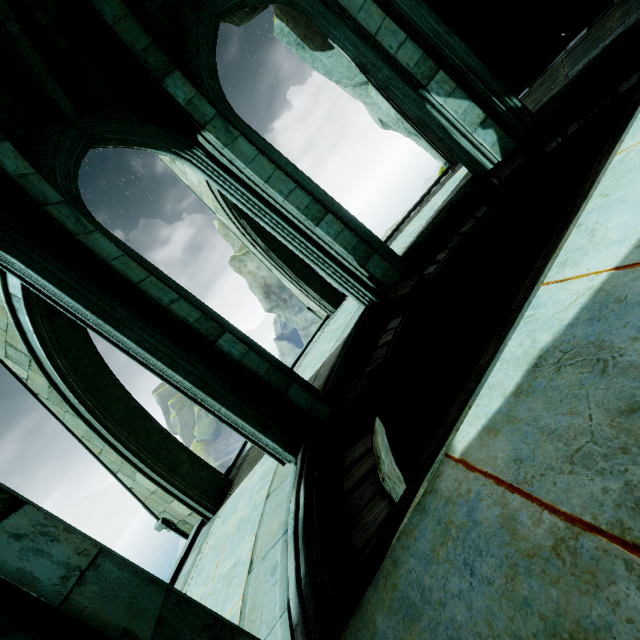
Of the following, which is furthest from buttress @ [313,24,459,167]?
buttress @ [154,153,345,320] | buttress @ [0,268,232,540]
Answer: buttress @ [0,268,232,540]

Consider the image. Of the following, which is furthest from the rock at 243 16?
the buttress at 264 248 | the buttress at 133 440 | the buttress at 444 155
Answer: the buttress at 133 440

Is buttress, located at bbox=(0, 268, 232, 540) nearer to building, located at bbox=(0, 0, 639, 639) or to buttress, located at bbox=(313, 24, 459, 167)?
building, located at bbox=(0, 0, 639, 639)

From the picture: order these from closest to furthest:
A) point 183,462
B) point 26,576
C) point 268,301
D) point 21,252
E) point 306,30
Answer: point 26,576 → point 21,252 → point 183,462 → point 306,30 → point 268,301

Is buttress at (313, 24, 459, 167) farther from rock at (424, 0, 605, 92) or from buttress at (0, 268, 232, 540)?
buttress at (0, 268, 232, 540)

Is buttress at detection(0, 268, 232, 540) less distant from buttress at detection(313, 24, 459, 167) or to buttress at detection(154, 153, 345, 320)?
buttress at detection(154, 153, 345, 320)

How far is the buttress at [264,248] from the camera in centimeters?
787cm

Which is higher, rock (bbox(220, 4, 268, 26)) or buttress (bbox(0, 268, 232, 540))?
rock (bbox(220, 4, 268, 26))
